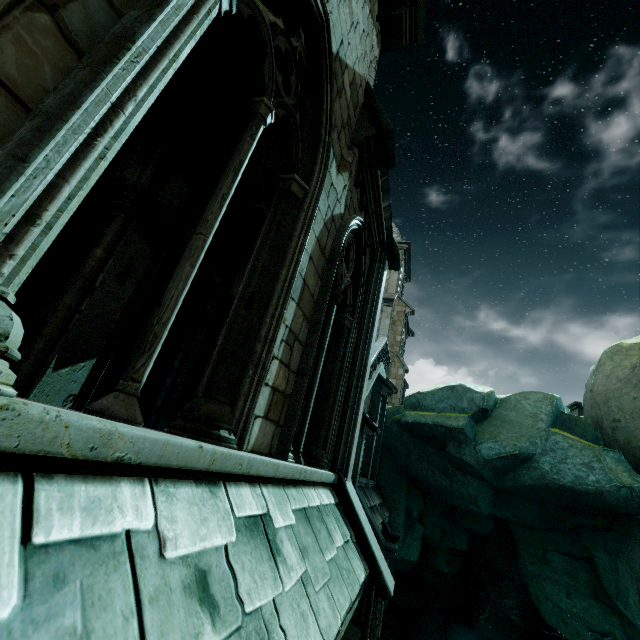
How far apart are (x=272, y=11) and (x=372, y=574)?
7.49m

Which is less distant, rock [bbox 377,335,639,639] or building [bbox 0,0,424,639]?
building [bbox 0,0,424,639]

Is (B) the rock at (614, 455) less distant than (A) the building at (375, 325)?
No
